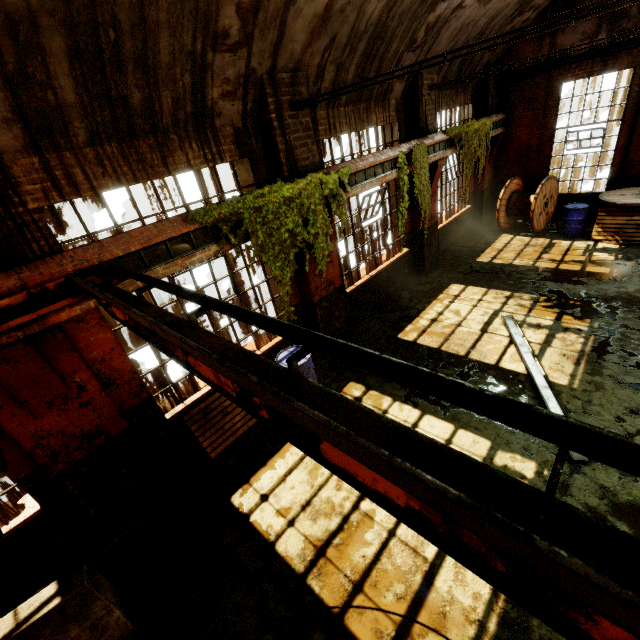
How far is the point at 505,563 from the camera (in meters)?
0.86

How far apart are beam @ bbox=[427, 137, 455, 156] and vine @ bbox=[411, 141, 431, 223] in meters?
0.0

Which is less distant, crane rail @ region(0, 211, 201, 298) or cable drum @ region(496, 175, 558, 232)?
crane rail @ region(0, 211, 201, 298)

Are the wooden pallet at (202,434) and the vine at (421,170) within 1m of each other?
no

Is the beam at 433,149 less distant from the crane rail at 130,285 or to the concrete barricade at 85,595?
the crane rail at 130,285

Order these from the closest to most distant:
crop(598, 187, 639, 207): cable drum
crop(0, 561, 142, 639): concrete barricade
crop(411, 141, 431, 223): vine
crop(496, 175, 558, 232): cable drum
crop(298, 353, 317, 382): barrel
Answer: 1. crop(0, 561, 142, 639): concrete barricade
2. crop(298, 353, 317, 382): barrel
3. crop(411, 141, 431, 223): vine
4. crop(598, 187, 639, 207): cable drum
5. crop(496, 175, 558, 232): cable drum

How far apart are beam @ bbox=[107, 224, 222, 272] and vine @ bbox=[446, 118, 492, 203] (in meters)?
7.30

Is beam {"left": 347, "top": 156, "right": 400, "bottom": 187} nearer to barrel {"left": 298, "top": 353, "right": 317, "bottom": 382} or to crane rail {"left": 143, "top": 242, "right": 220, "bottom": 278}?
crane rail {"left": 143, "top": 242, "right": 220, "bottom": 278}
